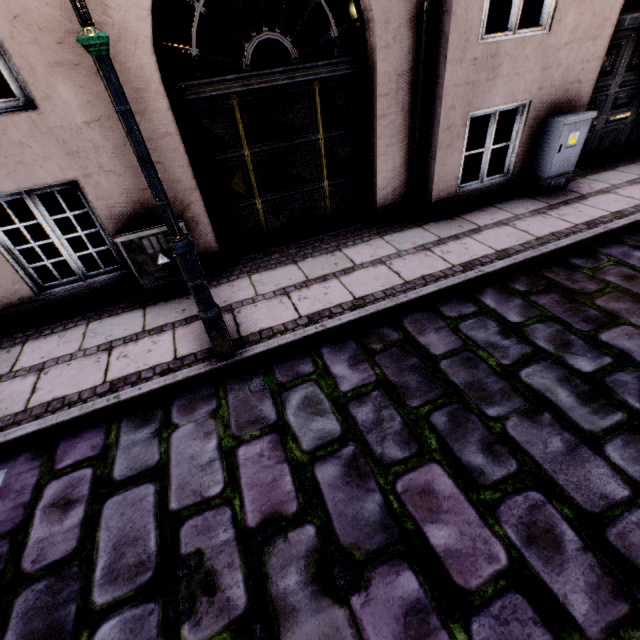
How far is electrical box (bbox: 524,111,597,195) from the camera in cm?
463

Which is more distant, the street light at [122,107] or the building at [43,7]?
the building at [43,7]

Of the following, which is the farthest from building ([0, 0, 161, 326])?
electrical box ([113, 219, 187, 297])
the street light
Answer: the street light

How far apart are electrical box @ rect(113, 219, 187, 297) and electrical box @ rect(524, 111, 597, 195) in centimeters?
537cm

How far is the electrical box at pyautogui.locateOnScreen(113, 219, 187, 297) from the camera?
3.7m

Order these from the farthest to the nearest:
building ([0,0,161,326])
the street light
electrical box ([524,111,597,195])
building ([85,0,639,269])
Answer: electrical box ([524,111,597,195]), building ([85,0,639,269]), building ([0,0,161,326]), the street light

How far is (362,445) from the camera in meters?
2.4

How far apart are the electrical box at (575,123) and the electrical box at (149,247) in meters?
5.4 m
